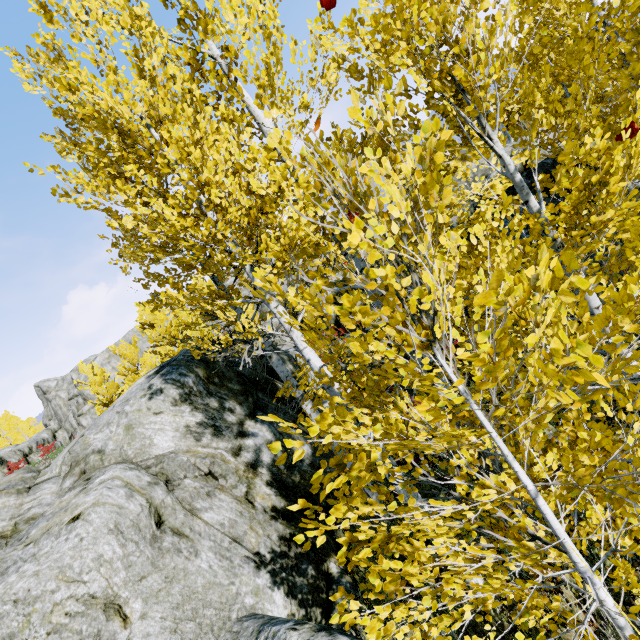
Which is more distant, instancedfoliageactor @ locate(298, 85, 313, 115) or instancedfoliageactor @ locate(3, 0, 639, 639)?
instancedfoliageactor @ locate(298, 85, 313, 115)

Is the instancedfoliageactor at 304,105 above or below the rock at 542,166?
above

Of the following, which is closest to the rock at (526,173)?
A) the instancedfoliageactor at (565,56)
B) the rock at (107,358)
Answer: the instancedfoliageactor at (565,56)

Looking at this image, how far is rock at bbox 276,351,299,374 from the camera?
10.4 meters

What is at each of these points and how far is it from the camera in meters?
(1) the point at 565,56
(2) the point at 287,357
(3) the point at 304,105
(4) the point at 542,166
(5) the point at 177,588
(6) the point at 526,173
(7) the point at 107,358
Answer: (1) instancedfoliageactor, 6.1 m
(2) rock, 10.6 m
(3) instancedfoliageactor, 4.6 m
(4) rock, 8.1 m
(5) rock, 4.0 m
(6) rock, 8.4 m
(7) rock, 46.9 m

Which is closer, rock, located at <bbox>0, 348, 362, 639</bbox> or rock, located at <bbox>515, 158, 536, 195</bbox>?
rock, located at <bbox>0, 348, 362, 639</bbox>

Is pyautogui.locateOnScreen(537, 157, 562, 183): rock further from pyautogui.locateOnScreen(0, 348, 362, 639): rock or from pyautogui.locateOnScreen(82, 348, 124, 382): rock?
pyautogui.locateOnScreen(82, 348, 124, 382): rock
